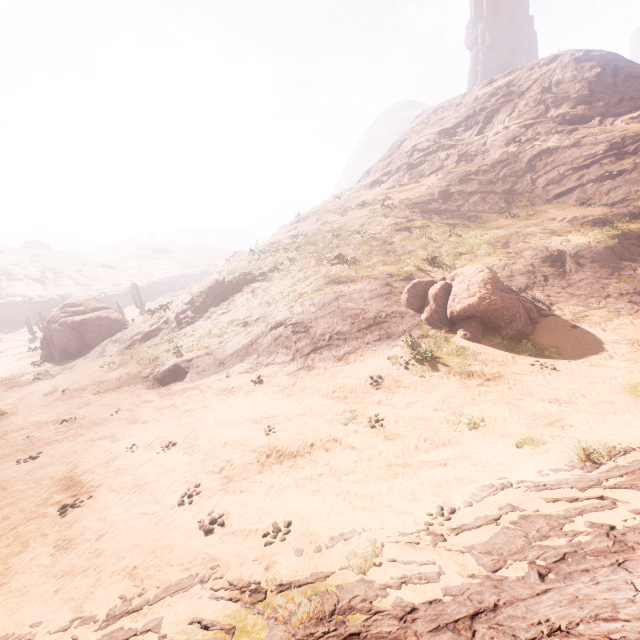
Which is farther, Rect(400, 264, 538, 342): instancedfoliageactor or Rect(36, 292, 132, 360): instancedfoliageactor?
Rect(36, 292, 132, 360): instancedfoliageactor

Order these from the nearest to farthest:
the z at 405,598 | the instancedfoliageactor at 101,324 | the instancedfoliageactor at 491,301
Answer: → the z at 405,598 → the instancedfoliageactor at 491,301 → the instancedfoliageactor at 101,324

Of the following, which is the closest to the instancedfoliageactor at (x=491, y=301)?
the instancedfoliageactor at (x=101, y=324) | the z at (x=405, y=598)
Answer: the z at (x=405, y=598)

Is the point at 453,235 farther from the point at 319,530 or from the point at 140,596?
the point at 140,596

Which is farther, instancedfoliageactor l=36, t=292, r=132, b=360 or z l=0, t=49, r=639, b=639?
instancedfoliageactor l=36, t=292, r=132, b=360

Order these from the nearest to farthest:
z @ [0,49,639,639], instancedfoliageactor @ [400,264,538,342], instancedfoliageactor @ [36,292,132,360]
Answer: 1. z @ [0,49,639,639]
2. instancedfoliageactor @ [400,264,538,342]
3. instancedfoliageactor @ [36,292,132,360]

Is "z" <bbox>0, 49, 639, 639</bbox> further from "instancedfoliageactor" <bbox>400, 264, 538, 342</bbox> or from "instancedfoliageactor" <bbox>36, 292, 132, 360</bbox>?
"instancedfoliageactor" <bbox>36, 292, 132, 360</bbox>
